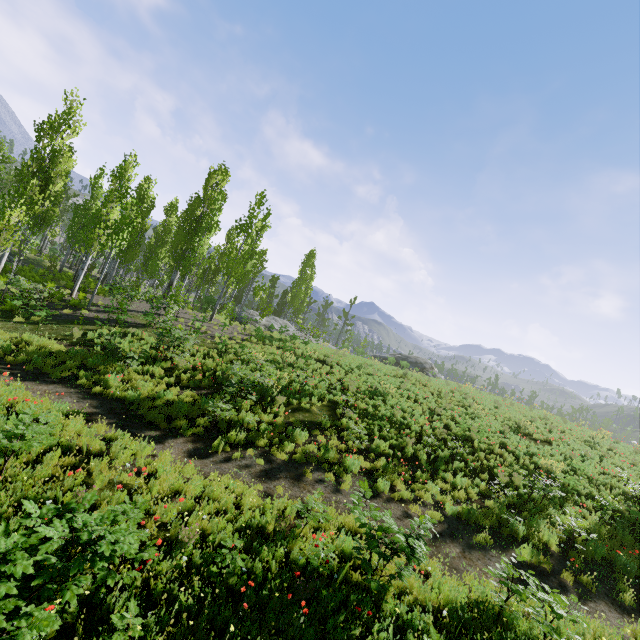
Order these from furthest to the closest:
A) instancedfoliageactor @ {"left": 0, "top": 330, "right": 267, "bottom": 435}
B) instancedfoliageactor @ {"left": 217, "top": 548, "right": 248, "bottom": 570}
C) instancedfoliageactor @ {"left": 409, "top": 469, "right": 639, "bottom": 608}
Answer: instancedfoliageactor @ {"left": 0, "top": 330, "right": 267, "bottom": 435} → instancedfoliageactor @ {"left": 409, "top": 469, "right": 639, "bottom": 608} → instancedfoliageactor @ {"left": 217, "top": 548, "right": 248, "bottom": 570}

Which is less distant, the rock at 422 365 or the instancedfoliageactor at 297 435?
the instancedfoliageactor at 297 435

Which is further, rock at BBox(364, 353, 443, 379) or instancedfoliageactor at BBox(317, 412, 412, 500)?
rock at BBox(364, 353, 443, 379)

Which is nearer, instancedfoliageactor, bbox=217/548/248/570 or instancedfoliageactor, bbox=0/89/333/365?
instancedfoliageactor, bbox=217/548/248/570

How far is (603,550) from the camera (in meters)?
9.13

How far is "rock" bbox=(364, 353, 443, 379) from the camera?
25.1m
